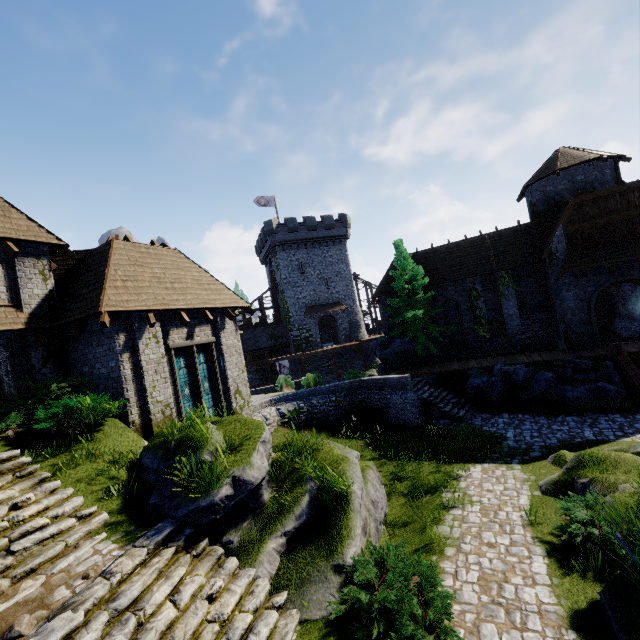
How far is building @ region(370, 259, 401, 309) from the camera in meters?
27.0 m

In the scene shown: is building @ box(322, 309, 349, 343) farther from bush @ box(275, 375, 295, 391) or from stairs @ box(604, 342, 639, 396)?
stairs @ box(604, 342, 639, 396)

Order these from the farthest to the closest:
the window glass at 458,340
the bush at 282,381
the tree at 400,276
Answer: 1. the bush at 282,381
2. the window glass at 458,340
3. the tree at 400,276

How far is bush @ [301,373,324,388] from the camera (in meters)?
20.79

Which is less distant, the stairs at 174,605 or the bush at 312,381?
the stairs at 174,605

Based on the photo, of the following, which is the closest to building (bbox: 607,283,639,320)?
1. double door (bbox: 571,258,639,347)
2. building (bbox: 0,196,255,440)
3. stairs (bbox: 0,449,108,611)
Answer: double door (bbox: 571,258,639,347)

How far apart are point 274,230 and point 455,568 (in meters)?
37.81

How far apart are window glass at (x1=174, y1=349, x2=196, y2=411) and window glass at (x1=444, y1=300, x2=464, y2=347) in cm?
2013
